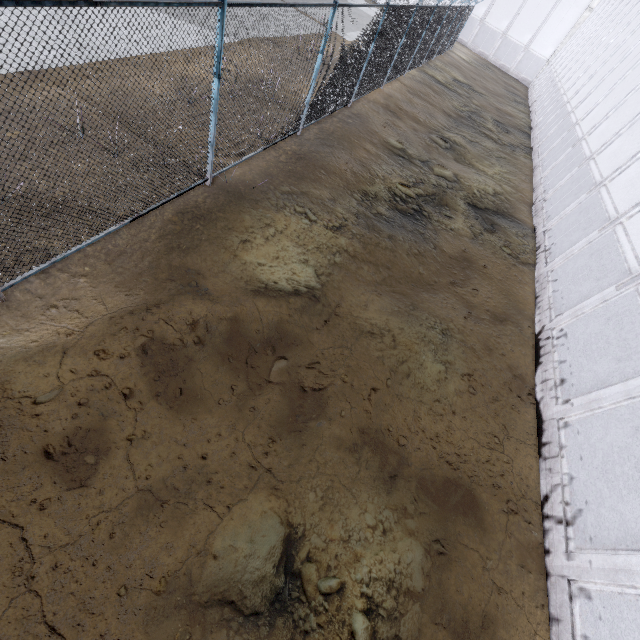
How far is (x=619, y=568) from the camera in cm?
379
